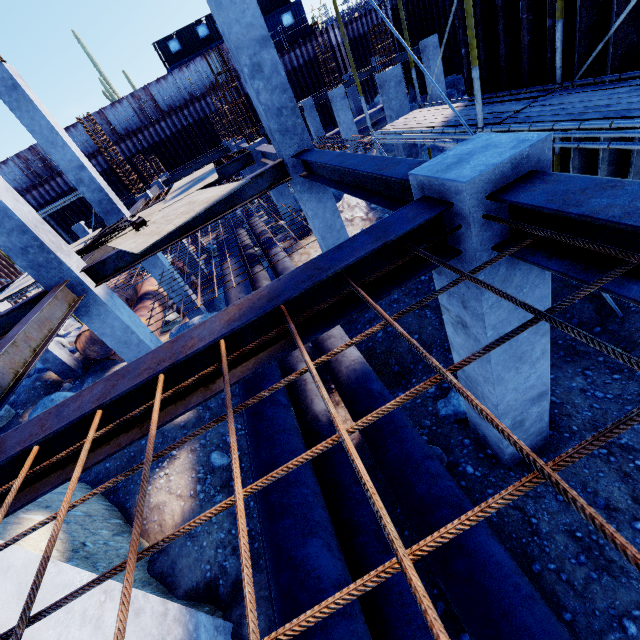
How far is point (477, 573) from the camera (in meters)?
2.70

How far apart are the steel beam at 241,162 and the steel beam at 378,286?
9.65m

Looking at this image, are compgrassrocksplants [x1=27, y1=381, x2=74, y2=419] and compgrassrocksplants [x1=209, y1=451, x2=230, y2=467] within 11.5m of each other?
yes

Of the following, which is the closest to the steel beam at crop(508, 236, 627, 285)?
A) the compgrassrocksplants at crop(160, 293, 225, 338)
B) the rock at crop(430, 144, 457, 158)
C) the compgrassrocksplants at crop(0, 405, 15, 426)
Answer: the rock at crop(430, 144, 457, 158)

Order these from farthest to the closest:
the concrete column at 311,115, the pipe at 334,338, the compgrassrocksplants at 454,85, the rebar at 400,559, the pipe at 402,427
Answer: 1. the concrete column at 311,115
2. the compgrassrocksplants at 454,85
3. the pipe at 334,338
4. the pipe at 402,427
5. the rebar at 400,559

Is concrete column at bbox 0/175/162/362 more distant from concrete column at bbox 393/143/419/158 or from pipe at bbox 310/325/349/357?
concrete column at bbox 393/143/419/158

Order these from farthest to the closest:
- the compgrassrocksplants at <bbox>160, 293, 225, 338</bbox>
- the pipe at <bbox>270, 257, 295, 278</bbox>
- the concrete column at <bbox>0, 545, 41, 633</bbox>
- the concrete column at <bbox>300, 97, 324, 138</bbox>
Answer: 1. the concrete column at <bbox>300, 97, 324, 138</bbox>
2. the compgrassrocksplants at <bbox>160, 293, 225, 338</bbox>
3. the pipe at <bbox>270, 257, 295, 278</bbox>
4. the concrete column at <bbox>0, 545, 41, 633</bbox>

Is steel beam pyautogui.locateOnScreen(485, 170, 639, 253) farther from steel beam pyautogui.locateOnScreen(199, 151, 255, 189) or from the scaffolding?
steel beam pyautogui.locateOnScreen(199, 151, 255, 189)
